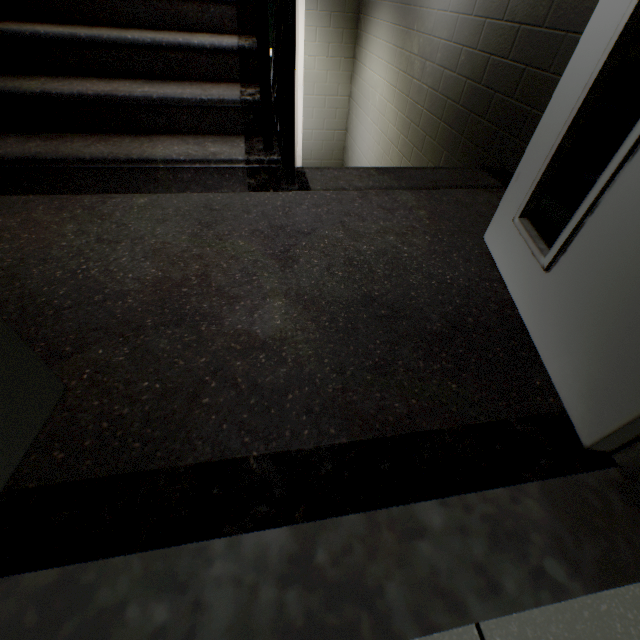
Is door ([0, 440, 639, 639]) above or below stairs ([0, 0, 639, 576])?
below

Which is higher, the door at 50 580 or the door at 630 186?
the door at 630 186

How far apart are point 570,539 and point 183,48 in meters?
2.4

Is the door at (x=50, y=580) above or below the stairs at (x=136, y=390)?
below

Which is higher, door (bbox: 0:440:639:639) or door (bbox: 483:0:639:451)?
door (bbox: 483:0:639:451)
